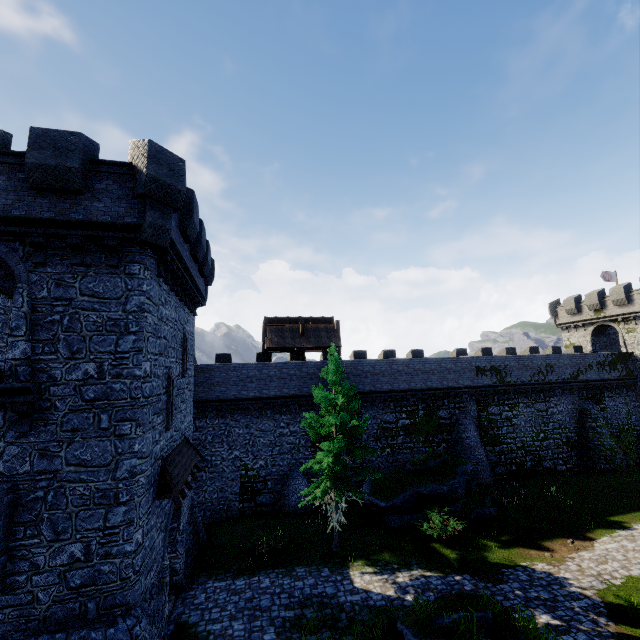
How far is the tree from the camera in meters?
15.8 m

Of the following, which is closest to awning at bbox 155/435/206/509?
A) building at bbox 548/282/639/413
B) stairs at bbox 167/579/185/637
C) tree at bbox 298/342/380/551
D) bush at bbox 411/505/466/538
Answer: stairs at bbox 167/579/185/637

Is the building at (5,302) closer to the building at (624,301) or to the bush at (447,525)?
the bush at (447,525)

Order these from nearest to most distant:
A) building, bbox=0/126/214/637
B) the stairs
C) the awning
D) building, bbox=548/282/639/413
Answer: Answer:
1. building, bbox=0/126/214/637
2. the awning
3. the stairs
4. building, bbox=548/282/639/413

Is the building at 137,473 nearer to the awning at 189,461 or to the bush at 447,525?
the awning at 189,461

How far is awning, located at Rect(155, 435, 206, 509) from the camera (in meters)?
11.17

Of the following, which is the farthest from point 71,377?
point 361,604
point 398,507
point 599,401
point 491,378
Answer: point 599,401

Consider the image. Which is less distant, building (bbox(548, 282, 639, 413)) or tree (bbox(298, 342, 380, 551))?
tree (bbox(298, 342, 380, 551))
